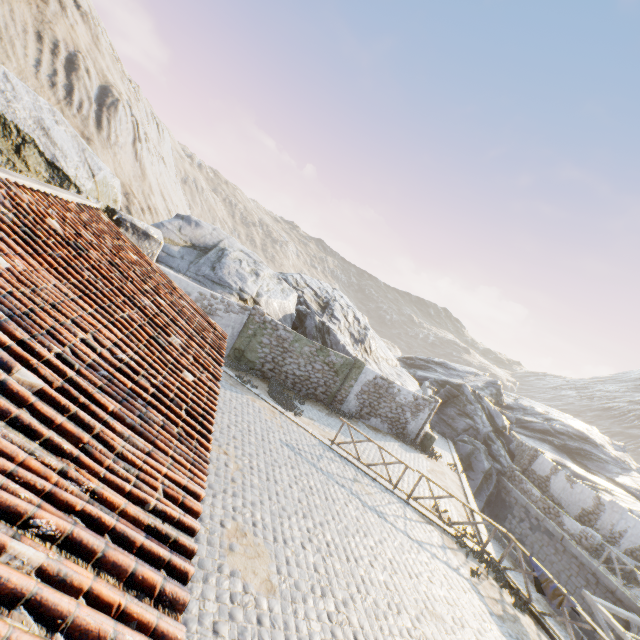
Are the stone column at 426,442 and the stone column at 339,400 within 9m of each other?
yes

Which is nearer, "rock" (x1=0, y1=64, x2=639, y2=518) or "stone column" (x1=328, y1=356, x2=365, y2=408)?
"rock" (x1=0, y1=64, x2=639, y2=518)

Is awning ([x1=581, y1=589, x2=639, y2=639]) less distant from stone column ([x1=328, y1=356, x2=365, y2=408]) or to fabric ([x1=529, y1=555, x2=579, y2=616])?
fabric ([x1=529, y1=555, x2=579, y2=616])

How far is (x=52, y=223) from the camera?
4.7m

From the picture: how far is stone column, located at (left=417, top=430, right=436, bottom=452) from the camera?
19.5m

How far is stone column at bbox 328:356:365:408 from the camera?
17.89m

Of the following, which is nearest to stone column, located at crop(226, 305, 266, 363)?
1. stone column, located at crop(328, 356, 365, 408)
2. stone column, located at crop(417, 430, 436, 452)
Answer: stone column, located at crop(328, 356, 365, 408)

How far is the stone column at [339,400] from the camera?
17.9m
